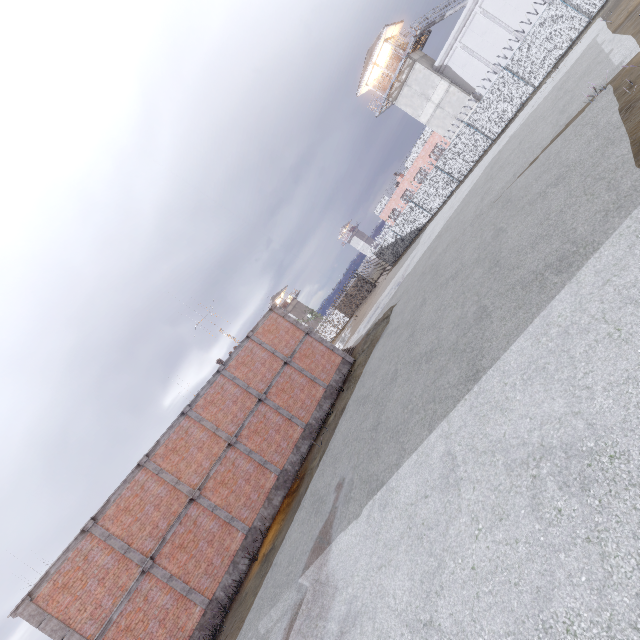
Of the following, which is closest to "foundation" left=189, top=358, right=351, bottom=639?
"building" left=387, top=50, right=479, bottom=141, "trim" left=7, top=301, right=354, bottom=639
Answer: "trim" left=7, top=301, right=354, bottom=639

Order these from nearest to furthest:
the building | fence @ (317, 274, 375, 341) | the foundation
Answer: the foundation → the building → fence @ (317, 274, 375, 341)

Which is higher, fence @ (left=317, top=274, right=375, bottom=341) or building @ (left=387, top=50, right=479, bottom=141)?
building @ (left=387, top=50, right=479, bottom=141)

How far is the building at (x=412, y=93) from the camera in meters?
31.1 m

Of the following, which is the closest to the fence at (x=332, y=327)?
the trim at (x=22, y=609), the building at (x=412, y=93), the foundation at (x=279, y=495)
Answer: the building at (x=412, y=93)

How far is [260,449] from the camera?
17.8m

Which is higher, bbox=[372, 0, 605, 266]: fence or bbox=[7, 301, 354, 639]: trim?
bbox=[7, 301, 354, 639]: trim

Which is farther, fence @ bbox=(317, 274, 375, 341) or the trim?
fence @ bbox=(317, 274, 375, 341)
